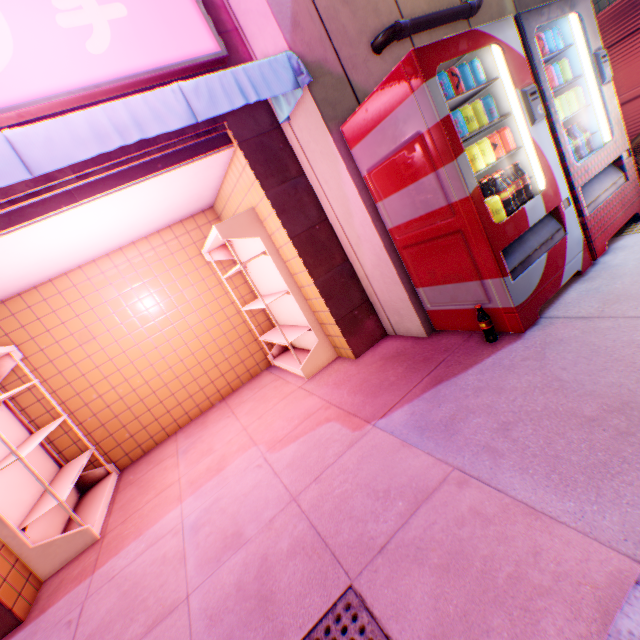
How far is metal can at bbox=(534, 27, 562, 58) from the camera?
2.7 meters

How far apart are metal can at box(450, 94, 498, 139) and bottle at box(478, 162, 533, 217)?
0.36m

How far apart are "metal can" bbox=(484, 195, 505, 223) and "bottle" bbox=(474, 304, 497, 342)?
0.7m

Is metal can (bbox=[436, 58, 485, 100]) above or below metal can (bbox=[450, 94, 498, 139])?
above

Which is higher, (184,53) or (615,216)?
(184,53)

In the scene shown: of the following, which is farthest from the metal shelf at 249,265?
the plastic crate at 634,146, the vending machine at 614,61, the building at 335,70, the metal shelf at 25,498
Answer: the plastic crate at 634,146

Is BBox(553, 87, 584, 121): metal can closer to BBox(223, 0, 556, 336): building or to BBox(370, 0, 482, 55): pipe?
BBox(223, 0, 556, 336): building

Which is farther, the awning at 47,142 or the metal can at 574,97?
the metal can at 574,97
